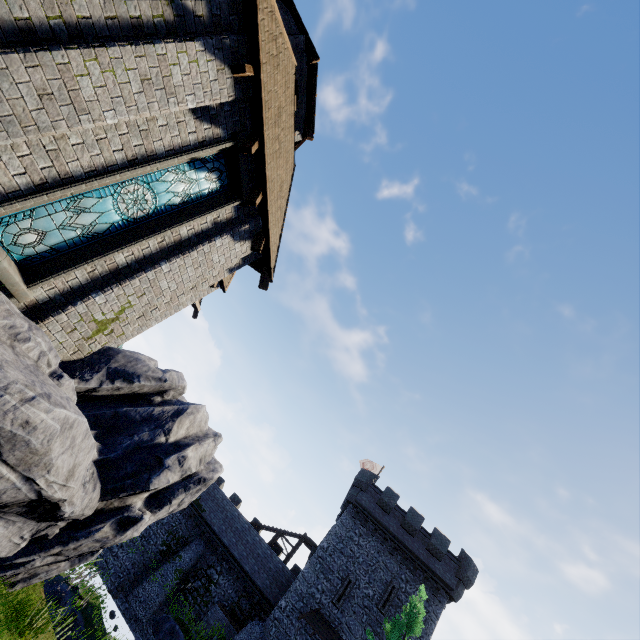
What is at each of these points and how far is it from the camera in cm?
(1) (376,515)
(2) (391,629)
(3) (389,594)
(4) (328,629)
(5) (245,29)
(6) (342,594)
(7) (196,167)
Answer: (1) building, 2836
(2) tree, 1766
(3) window slit, 2514
(4) awning, 2344
(5) building, 609
(6) window slit, 2494
(7) window glass, 716

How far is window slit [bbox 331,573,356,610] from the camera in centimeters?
2455cm

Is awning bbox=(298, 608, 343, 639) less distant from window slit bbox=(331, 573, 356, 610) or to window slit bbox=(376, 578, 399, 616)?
window slit bbox=(331, 573, 356, 610)

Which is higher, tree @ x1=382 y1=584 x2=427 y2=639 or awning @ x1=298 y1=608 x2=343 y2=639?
tree @ x1=382 y1=584 x2=427 y2=639

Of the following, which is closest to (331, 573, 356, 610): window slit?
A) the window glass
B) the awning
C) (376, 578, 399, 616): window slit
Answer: the awning

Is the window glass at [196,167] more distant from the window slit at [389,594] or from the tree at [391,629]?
the window slit at [389,594]

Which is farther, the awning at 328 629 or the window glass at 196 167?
the awning at 328 629

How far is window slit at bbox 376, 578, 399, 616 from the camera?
24.5m
